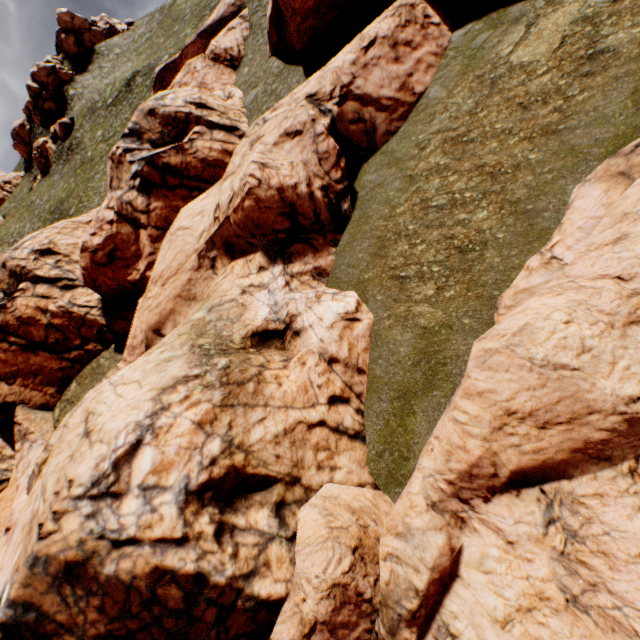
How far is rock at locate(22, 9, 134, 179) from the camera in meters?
53.7 m

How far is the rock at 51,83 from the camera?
53.7 meters

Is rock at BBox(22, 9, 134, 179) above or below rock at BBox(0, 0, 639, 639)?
above

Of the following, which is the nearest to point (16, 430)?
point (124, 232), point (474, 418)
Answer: point (124, 232)

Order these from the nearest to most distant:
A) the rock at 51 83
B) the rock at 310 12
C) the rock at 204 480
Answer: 1. the rock at 204 480
2. the rock at 310 12
3. the rock at 51 83

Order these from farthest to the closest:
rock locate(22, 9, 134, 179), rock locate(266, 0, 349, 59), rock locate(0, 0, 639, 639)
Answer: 1. rock locate(22, 9, 134, 179)
2. rock locate(266, 0, 349, 59)
3. rock locate(0, 0, 639, 639)

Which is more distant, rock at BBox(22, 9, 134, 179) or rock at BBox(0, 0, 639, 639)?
rock at BBox(22, 9, 134, 179)
